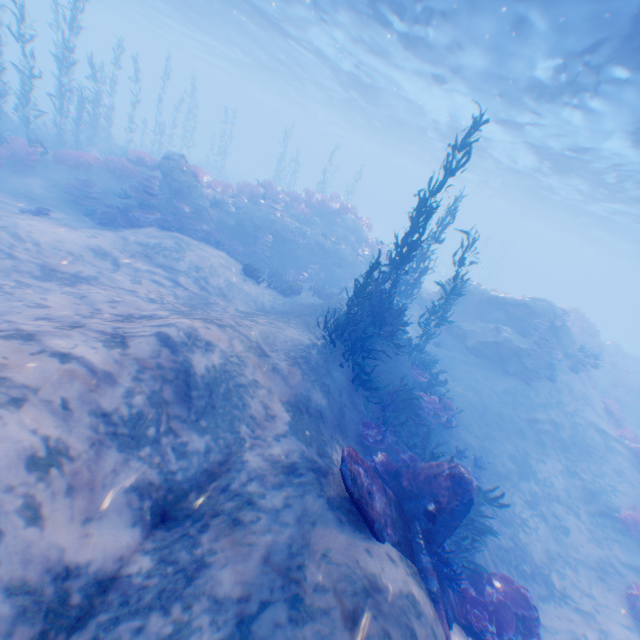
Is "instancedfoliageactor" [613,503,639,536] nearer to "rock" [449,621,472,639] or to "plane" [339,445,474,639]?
"rock" [449,621,472,639]

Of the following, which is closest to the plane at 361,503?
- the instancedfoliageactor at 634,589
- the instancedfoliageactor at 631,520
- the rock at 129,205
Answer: the instancedfoliageactor at 634,589

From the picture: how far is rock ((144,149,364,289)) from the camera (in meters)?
15.67

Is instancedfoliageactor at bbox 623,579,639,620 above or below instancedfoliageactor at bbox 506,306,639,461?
below

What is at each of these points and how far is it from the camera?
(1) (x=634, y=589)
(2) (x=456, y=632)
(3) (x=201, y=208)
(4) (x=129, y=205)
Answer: (1) instancedfoliageactor, 9.9m
(2) rock, 5.7m
(3) rock, 15.9m
(4) rock, 13.5m

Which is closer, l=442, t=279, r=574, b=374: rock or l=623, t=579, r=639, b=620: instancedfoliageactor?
l=623, t=579, r=639, b=620: instancedfoliageactor

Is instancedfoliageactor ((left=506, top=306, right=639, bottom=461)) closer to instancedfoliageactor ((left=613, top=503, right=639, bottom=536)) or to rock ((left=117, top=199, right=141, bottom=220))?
instancedfoliageactor ((left=613, top=503, right=639, bottom=536))

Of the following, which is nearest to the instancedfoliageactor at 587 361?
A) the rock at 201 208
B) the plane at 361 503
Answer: the rock at 201 208
